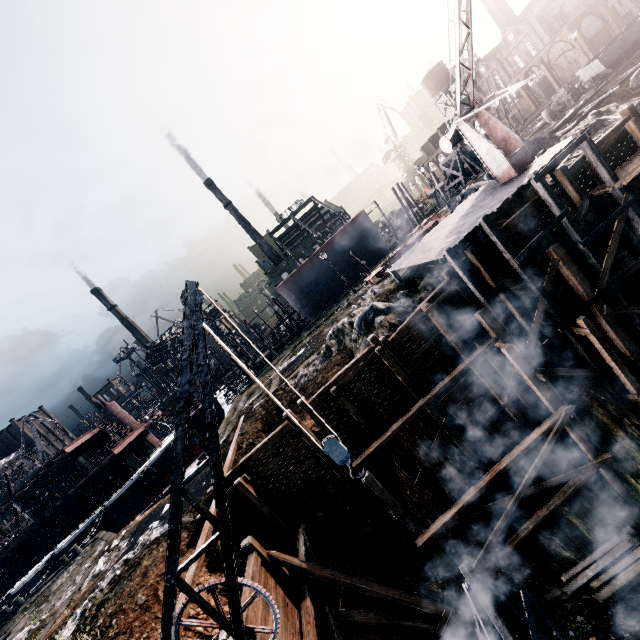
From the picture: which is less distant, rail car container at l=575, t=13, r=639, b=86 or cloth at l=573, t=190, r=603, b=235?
cloth at l=573, t=190, r=603, b=235

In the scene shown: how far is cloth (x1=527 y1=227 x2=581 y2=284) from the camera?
15.24m

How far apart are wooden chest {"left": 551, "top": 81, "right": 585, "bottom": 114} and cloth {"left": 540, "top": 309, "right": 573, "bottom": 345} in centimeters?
2930cm

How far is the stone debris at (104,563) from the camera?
17.68m

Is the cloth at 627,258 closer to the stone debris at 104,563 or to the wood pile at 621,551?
the wood pile at 621,551

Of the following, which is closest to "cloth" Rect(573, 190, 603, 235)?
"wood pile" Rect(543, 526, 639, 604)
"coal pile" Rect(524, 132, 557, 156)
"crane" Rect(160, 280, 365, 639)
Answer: "wood pile" Rect(543, 526, 639, 604)

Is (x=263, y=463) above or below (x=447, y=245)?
below

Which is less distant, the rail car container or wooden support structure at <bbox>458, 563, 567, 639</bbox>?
wooden support structure at <bbox>458, 563, 567, 639</bbox>
